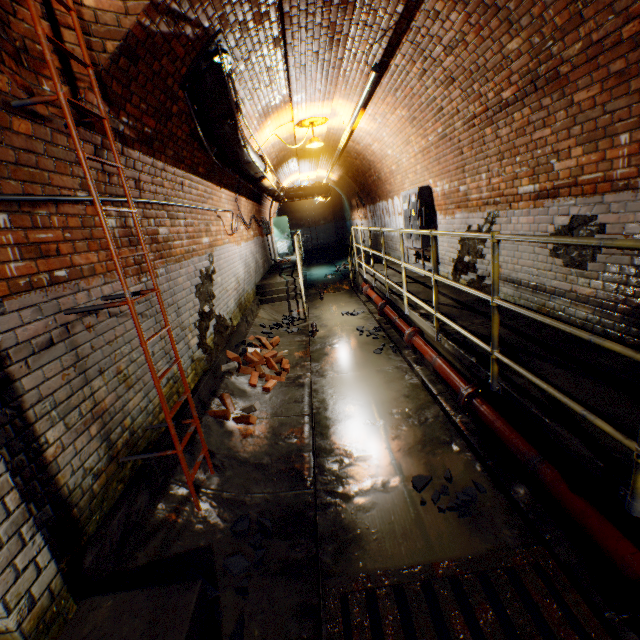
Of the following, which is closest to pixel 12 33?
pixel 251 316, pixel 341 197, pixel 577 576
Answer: pixel 577 576

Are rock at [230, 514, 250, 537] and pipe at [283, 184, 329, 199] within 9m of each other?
no

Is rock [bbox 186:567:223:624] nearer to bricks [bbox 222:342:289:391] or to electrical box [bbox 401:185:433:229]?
bricks [bbox 222:342:289:391]

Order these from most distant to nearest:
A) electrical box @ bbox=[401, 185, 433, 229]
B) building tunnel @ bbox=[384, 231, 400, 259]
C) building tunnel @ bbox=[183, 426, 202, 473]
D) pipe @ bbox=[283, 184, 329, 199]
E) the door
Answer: the door → pipe @ bbox=[283, 184, 329, 199] → building tunnel @ bbox=[384, 231, 400, 259] → electrical box @ bbox=[401, 185, 433, 229] → building tunnel @ bbox=[183, 426, 202, 473]

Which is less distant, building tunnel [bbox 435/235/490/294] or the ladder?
the ladder

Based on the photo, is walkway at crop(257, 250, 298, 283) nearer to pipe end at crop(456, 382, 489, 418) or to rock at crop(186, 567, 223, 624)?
pipe end at crop(456, 382, 489, 418)

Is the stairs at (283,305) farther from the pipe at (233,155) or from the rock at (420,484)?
the rock at (420,484)

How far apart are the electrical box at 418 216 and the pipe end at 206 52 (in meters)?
4.29
